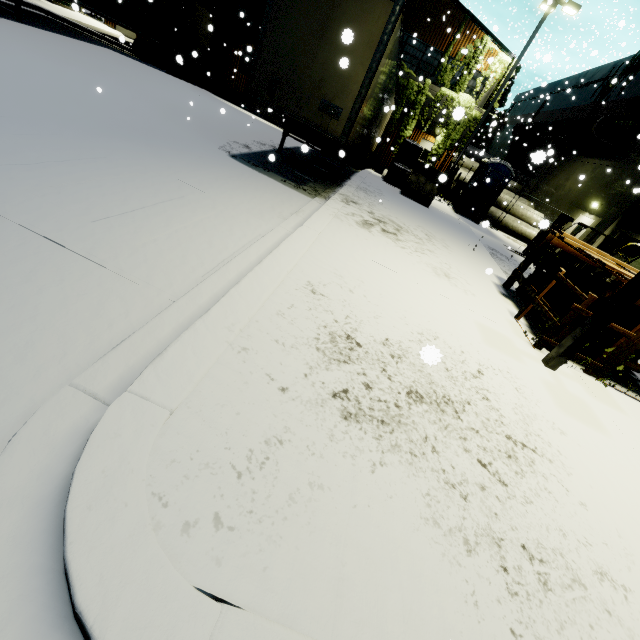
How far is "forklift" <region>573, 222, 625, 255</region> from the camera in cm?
1010

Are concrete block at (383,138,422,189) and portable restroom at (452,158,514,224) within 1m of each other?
no

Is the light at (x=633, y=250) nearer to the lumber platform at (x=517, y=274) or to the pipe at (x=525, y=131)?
the lumber platform at (x=517, y=274)

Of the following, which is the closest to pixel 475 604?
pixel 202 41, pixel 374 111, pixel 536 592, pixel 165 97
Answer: pixel 536 592

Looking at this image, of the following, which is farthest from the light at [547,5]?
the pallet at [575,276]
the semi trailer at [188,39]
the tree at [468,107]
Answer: the pallet at [575,276]

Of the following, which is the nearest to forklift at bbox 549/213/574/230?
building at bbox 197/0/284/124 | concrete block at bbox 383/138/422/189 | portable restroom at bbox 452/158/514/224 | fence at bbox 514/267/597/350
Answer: building at bbox 197/0/284/124

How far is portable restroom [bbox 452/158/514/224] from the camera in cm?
1572

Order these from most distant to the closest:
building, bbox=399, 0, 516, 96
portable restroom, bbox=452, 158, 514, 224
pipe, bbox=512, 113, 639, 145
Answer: building, bbox=399, 0, 516, 96 < portable restroom, bbox=452, 158, 514, 224 < pipe, bbox=512, 113, 639, 145
